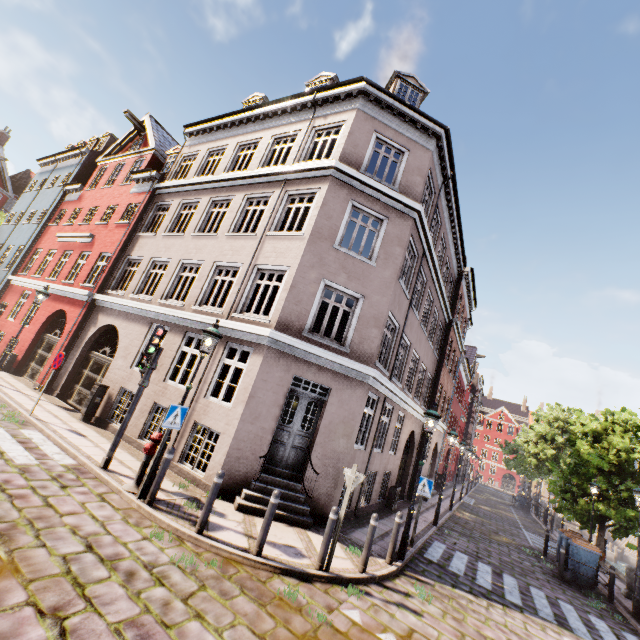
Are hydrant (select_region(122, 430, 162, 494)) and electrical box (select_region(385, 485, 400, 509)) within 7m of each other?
no

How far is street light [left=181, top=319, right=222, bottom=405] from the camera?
7.2 meters

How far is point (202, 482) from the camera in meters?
8.2

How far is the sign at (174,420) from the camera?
6.7m

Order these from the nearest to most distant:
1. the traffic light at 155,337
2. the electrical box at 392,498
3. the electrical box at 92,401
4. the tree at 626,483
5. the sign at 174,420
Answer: the sign at 174,420, the traffic light at 155,337, the electrical box at 92,401, the electrical box at 392,498, the tree at 626,483

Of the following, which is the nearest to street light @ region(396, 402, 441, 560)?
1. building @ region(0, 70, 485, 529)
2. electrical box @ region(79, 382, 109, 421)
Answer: building @ region(0, 70, 485, 529)

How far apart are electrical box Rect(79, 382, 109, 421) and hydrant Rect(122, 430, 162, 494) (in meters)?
5.33

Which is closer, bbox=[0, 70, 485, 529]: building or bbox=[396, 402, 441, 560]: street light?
bbox=[396, 402, 441, 560]: street light
